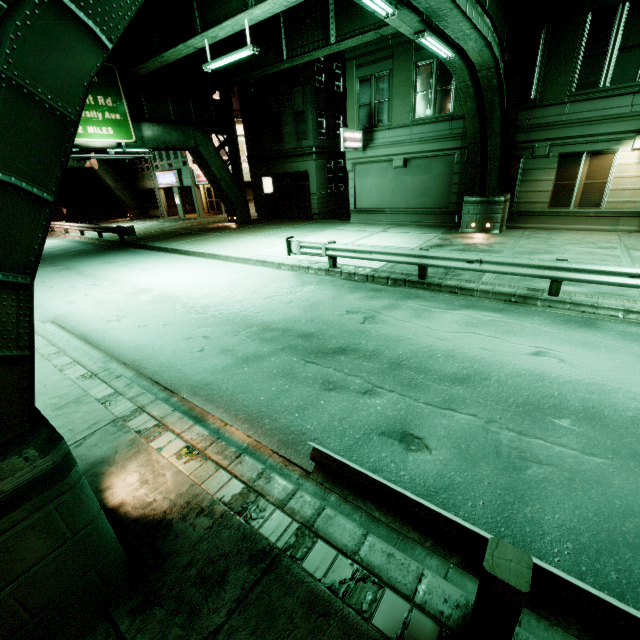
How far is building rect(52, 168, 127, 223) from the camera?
34.34m

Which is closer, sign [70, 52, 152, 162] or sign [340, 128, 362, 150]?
sign [70, 52, 152, 162]

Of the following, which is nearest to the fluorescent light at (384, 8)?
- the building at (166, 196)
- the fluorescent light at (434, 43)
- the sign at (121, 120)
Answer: the fluorescent light at (434, 43)

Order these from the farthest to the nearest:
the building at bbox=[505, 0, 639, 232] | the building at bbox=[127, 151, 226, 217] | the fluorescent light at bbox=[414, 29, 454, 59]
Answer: the building at bbox=[127, 151, 226, 217]
the building at bbox=[505, 0, 639, 232]
the fluorescent light at bbox=[414, 29, 454, 59]

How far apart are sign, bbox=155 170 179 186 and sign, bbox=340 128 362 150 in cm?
2016

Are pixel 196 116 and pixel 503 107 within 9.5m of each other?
no

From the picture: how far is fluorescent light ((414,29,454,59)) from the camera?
8.1m

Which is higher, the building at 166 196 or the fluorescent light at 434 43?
the fluorescent light at 434 43
